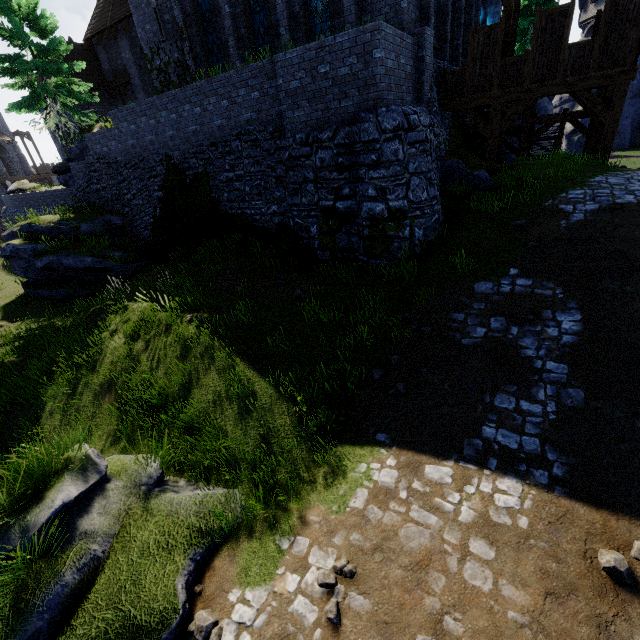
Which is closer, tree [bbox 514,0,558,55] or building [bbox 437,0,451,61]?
building [bbox 437,0,451,61]

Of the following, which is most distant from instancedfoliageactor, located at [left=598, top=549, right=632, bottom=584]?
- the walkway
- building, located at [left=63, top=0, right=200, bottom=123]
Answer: building, located at [left=63, top=0, right=200, bottom=123]

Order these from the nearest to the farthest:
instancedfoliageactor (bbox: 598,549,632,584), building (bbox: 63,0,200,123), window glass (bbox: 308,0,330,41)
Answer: instancedfoliageactor (bbox: 598,549,632,584) → window glass (bbox: 308,0,330,41) → building (bbox: 63,0,200,123)

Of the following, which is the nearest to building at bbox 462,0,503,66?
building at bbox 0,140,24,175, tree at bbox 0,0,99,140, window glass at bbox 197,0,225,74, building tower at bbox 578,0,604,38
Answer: window glass at bbox 197,0,225,74

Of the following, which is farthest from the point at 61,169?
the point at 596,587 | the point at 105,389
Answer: the point at 596,587

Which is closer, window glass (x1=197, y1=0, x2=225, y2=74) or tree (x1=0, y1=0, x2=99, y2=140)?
window glass (x1=197, y1=0, x2=225, y2=74)

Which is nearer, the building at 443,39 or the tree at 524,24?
the building at 443,39

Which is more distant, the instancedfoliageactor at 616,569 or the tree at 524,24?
the tree at 524,24
